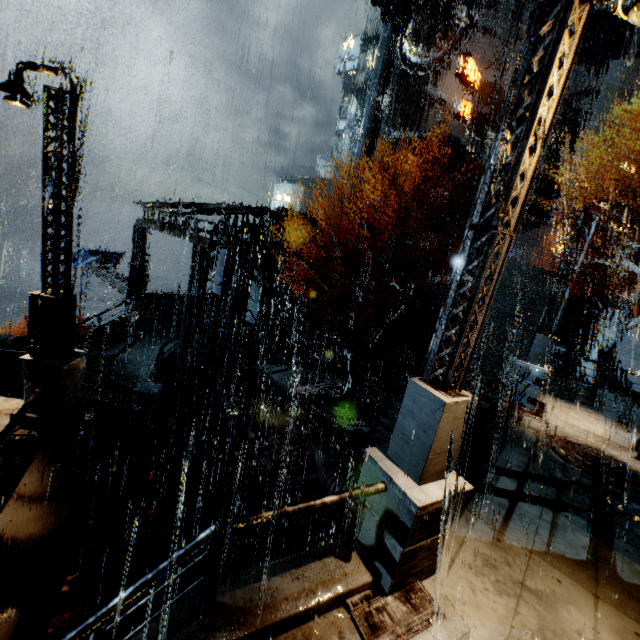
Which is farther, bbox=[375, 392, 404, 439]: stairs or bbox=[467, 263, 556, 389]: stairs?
bbox=[467, 263, 556, 389]: stairs

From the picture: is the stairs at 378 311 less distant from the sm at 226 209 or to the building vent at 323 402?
the building vent at 323 402

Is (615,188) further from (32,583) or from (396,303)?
(32,583)

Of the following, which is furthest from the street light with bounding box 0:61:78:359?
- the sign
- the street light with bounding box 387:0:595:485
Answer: the sign

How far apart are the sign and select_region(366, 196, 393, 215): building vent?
11.4m

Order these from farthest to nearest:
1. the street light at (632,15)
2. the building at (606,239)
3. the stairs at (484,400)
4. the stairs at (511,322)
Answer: the building at (606,239), the stairs at (511,322), the stairs at (484,400), the street light at (632,15)

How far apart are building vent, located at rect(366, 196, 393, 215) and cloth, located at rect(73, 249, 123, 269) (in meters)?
28.94

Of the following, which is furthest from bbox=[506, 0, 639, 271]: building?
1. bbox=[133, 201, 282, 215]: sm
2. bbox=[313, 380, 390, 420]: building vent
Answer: bbox=[313, 380, 390, 420]: building vent
